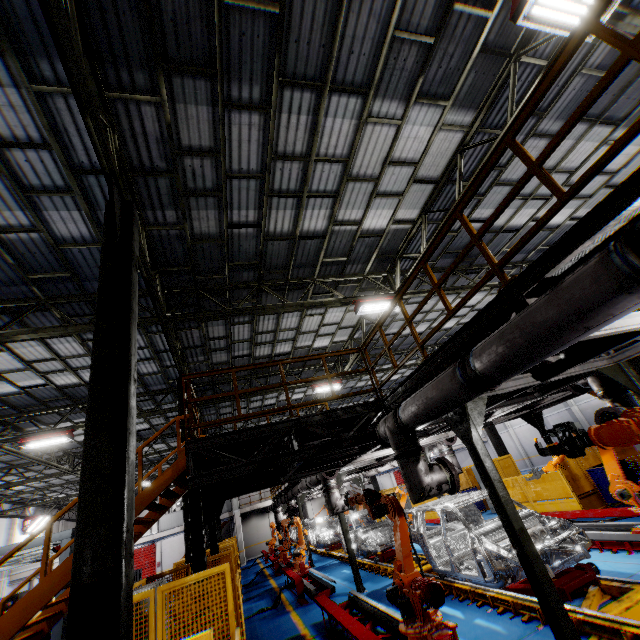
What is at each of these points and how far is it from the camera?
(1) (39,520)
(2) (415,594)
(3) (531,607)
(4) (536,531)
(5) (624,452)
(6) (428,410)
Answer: (1) light, 26.8 meters
(2) robot arm, 4.8 meters
(3) platform, 5.7 meters
(4) chassis, 6.6 meters
(5) metal panel, 11.0 meters
(6) vent pipe, 4.6 meters

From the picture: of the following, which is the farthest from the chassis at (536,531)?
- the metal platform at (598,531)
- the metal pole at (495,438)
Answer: the metal pole at (495,438)

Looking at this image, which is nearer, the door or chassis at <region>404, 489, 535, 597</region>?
chassis at <region>404, 489, 535, 597</region>

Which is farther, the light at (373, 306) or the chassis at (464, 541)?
the light at (373, 306)

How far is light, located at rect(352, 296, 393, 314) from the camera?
10.4m

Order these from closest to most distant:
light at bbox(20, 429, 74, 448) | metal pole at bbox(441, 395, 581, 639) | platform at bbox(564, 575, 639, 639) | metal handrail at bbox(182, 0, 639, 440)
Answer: metal handrail at bbox(182, 0, 639, 440) < metal pole at bbox(441, 395, 581, 639) < platform at bbox(564, 575, 639, 639) < light at bbox(20, 429, 74, 448)

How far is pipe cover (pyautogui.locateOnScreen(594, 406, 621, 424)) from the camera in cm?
617

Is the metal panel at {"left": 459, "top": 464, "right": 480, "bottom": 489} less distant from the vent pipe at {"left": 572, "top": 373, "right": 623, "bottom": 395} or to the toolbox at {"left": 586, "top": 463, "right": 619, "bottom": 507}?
the toolbox at {"left": 586, "top": 463, "right": 619, "bottom": 507}
